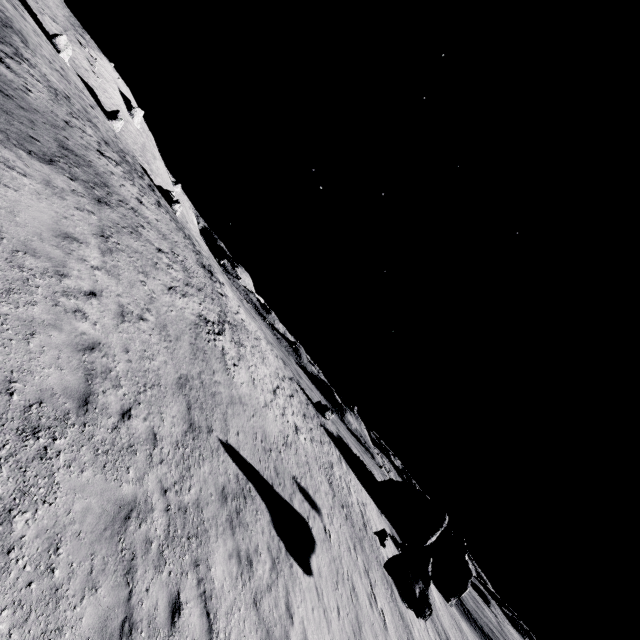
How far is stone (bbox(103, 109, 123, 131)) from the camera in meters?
45.9

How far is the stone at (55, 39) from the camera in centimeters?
3897cm

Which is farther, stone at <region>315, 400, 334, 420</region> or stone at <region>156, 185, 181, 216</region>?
stone at <region>156, 185, 181, 216</region>

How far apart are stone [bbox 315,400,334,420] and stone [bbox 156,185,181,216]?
37.9 meters

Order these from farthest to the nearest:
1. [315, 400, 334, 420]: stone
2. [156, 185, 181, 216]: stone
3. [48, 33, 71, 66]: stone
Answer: [156, 185, 181, 216]: stone, [48, 33, 71, 66]: stone, [315, 400, 334, 420]: stone

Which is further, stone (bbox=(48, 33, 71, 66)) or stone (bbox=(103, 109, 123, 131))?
stone (bbox=(103, 109, 123, 131))

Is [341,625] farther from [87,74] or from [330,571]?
[87,74]

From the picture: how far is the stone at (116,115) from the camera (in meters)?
45.88
